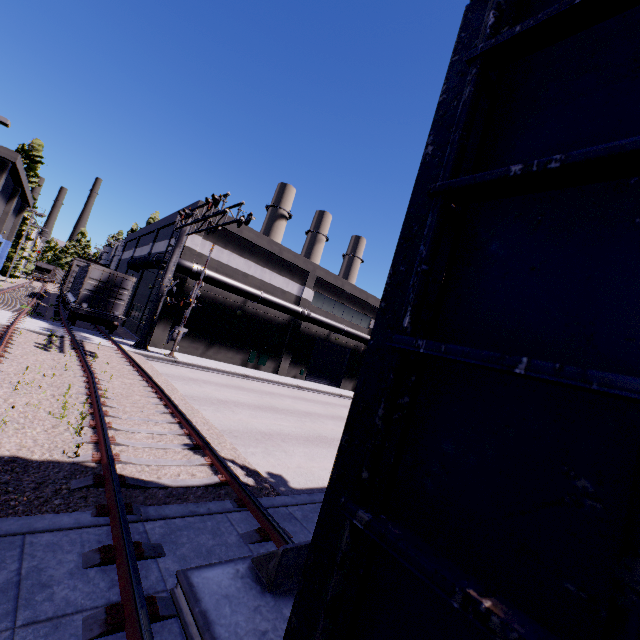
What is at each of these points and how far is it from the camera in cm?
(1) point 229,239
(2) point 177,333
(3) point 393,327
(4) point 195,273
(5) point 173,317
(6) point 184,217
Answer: (1) building, 2492
(2) railroad crossing gate, 2011
(3) cargo car, 122
(4) pipe, 2212
(5) building, 2273
(6) railroad crossing overhang, 1775

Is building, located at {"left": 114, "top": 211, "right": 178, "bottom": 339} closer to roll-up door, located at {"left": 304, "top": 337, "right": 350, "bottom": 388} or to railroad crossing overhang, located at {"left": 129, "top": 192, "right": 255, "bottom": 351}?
roll-up door, located at {"left": 304, "top": 337, "right": 350, "bottom": 388}

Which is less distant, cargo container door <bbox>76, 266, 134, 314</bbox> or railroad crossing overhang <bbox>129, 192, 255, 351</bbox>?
railroad crossing overhang <bbox>129, 192, 255, 351</bbox>

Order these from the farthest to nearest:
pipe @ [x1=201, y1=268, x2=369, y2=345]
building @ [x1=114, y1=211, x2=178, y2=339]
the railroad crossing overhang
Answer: building @ [x1=114, y1=211, x2=178, y2=339] < pipe @ [x1=201, y1=268, x2=369, y2=345] < the railroad crossing overhang

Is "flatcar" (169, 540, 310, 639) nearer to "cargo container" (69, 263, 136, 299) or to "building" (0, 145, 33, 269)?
"building" (0, 145, 33, 269)

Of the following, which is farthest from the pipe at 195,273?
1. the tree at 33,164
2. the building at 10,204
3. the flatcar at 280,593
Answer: the tree at 33,164

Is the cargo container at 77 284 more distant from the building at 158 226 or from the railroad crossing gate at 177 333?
the railroad crossing gate at 177 333

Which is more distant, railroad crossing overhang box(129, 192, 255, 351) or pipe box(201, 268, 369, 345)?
pipe box(201, 268, 369, 345)
